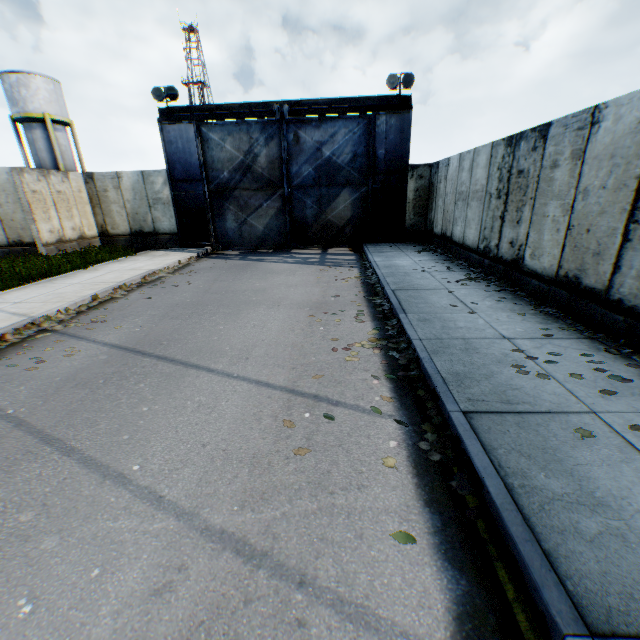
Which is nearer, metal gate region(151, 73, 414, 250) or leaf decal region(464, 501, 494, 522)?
leaf decal region(464, 501, 494, 522)

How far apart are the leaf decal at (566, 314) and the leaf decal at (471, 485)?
2.55m

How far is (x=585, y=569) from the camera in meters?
2.0

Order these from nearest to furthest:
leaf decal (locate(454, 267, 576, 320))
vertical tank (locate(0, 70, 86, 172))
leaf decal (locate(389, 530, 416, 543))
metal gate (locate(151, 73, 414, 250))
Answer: leaf decal (locate(389, 530, 416, 543))
leaf decal (locate(454, 267, 576, 320))
metal gate (locate(151, 73, 414, 250))
vertical tank (locate(0, 70, 86, 172))

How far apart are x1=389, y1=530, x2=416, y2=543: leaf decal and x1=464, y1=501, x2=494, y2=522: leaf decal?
0.50m

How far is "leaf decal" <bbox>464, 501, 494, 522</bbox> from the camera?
2.46m

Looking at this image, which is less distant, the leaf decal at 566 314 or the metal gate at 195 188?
the leaf decal at 566 314

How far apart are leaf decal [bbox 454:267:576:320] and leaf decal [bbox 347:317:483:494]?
2.55m
